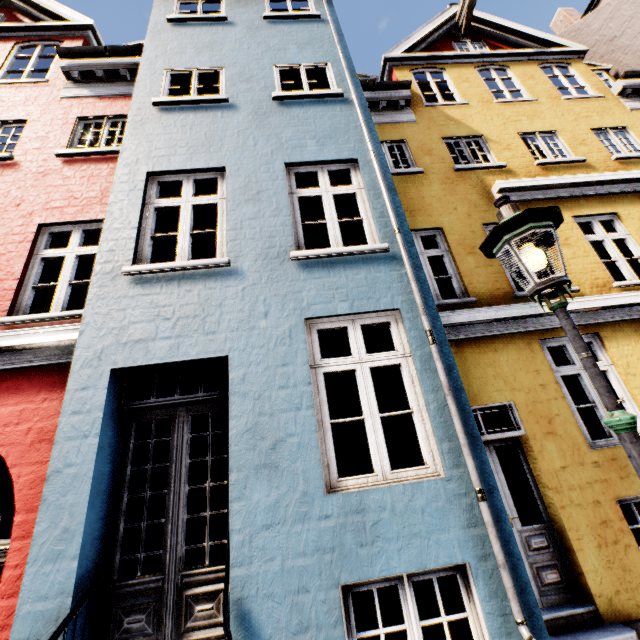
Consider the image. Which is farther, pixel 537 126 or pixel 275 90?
pixel 537 126

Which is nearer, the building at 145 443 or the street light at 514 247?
the street light at 514 247

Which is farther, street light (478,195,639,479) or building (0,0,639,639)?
building (0,0,639,639)
